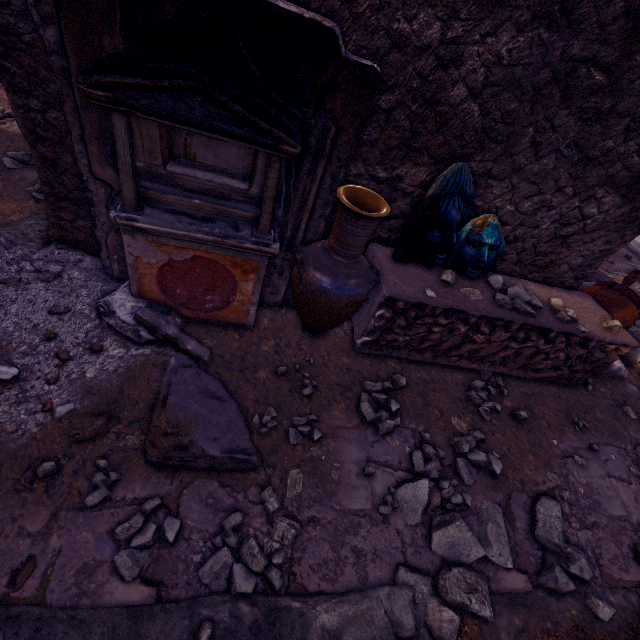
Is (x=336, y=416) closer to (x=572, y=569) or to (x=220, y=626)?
(x=220, y=626)

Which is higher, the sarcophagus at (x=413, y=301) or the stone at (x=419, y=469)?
the sarcophagus at (x=413, y=301)

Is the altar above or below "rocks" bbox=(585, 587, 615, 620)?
above

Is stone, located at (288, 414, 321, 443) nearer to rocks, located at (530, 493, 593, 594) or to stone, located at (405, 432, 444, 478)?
stone, located at (405, 432, 444, 478)

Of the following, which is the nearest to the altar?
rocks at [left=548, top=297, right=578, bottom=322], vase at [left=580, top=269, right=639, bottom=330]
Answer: rocks at [left=548, top=297, right=578, bottom=322]

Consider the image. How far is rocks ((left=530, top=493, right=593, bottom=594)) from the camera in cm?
229

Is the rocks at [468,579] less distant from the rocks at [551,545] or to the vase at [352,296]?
the rocks at [551,545]

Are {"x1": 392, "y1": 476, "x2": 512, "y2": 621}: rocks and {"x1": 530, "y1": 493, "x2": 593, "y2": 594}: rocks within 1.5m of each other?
yes
